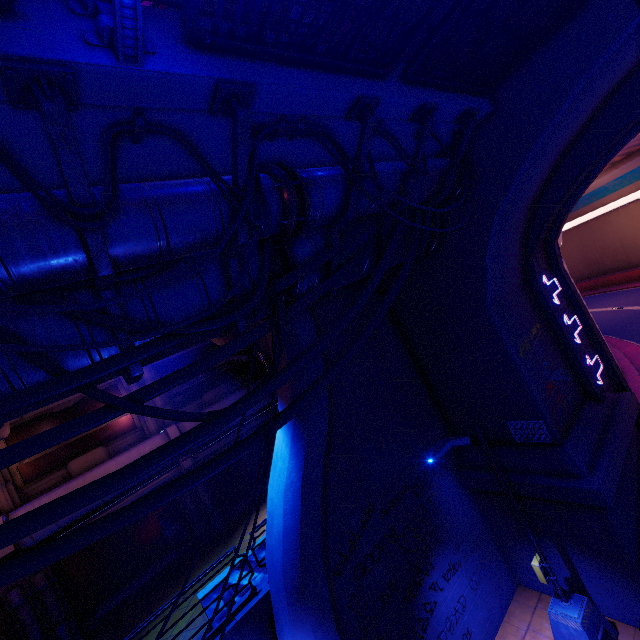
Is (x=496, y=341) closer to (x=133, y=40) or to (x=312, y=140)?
(x=312, y=140)

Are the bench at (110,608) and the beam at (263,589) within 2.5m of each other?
no

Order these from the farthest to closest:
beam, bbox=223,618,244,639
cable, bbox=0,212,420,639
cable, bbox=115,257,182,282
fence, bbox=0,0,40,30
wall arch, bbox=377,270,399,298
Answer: wall arch, bbox=377,270,399,298, beam, bbox=223,618,244,639, cable, bbox=115,257,182,282, cable, bbox=0,212,420,639, fence, bbox=0,0,40,30

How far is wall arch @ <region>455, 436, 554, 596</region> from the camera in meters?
9.1 m

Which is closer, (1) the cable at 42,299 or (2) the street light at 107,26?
(2) the street light at 107,26

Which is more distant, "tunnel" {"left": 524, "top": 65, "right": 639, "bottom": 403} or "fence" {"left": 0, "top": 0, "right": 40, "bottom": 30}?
"tunnel" {"left": 524, "top": 65, "right": 639, "bottom": 403}

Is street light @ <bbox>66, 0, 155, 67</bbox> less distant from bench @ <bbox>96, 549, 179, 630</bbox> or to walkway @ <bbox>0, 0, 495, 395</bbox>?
walkway @ <bbox>0, 0, 495, 395</bbox>

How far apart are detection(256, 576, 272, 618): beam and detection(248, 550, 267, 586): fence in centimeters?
31cm
